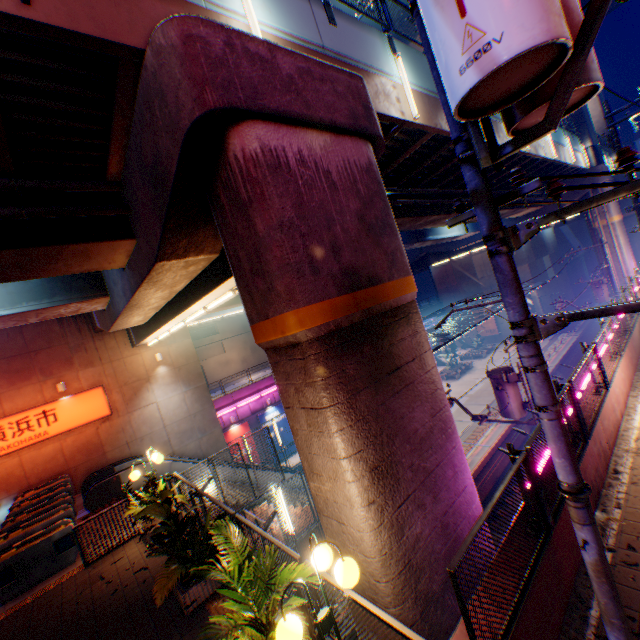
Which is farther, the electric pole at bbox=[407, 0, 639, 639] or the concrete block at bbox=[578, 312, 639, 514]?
the concrete block at bbox=[578, 312, 639, 514]

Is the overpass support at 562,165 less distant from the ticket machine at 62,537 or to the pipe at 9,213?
the pipe at 9,213

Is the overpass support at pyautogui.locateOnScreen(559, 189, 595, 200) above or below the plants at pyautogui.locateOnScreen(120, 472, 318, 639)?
above

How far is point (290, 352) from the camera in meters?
5.0

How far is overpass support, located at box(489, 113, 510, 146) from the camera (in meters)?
13.36

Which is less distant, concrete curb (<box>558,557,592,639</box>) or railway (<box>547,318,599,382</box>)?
concrete curb (<box>558,557,592,639</box>)

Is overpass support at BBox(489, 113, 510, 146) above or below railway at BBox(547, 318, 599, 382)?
above

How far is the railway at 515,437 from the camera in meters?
17.8 m
